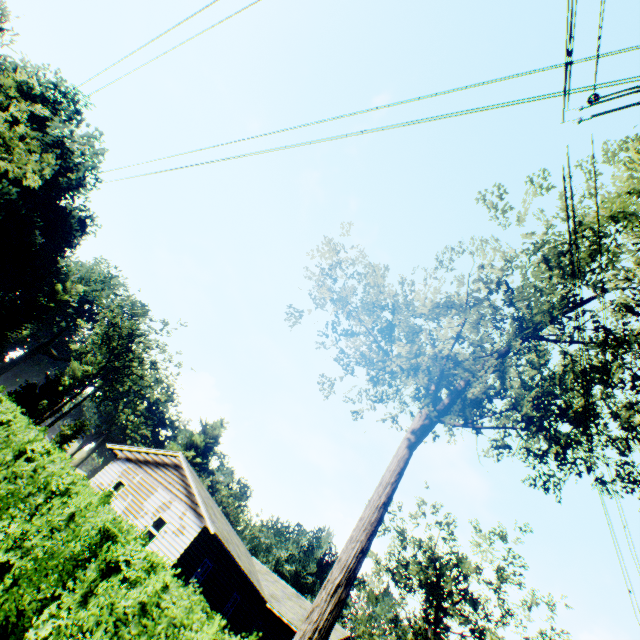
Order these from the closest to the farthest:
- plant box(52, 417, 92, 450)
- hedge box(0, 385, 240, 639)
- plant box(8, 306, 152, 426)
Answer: hedge box(0, 385, 240, 639), plant box(8, 306, 152, 426), plant box(52, 417, 92, 450)

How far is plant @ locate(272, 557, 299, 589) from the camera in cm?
5797

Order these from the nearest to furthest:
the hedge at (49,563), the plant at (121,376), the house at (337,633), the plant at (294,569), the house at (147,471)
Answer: the hedge at (49,563), the house at (147,471), the house at (337,633), the plant at (121,376), the plant at (294,569)

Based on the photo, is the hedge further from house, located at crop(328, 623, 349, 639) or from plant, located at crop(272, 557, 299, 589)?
plant, located at crop(272, 557, 299, 589)

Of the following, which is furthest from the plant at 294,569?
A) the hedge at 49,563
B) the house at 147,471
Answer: the hedge at 49,563

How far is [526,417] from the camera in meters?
10.1

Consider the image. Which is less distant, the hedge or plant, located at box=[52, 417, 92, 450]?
the hedge
